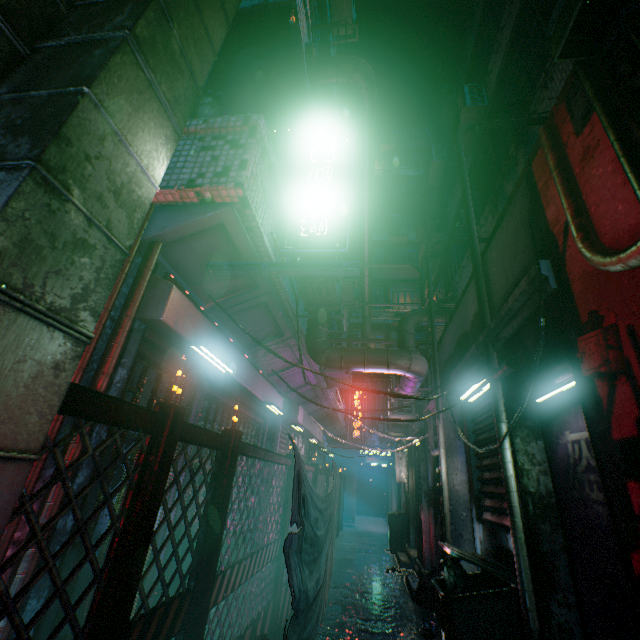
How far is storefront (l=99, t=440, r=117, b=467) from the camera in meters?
2.1

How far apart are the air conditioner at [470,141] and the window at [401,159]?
16.0m

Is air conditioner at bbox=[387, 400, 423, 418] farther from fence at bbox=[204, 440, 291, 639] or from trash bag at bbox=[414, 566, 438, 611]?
fence at bbox=[204, 440, 291, 639]

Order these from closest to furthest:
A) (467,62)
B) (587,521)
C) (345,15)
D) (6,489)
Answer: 1. (6,489)
2. (587,521)
3. (345,15)
4. (467,62)

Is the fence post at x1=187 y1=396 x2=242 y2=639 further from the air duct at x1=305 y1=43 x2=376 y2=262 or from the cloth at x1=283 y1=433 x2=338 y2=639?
the air duct at x1=305 y1=43 x2=376 y2=262

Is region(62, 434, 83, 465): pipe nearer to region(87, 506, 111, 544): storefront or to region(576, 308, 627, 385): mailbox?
region(87, 506, 111, 544): storefront

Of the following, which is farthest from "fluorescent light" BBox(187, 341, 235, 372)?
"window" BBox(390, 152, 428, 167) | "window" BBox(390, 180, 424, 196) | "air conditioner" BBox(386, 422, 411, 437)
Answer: "window" BBox(390, 152, 428, 167)

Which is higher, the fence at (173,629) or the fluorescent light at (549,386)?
the fluorescent light at (549,386)
